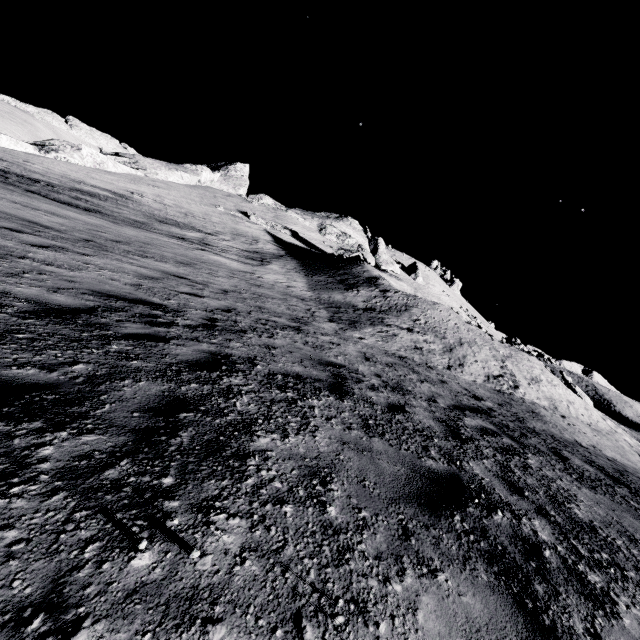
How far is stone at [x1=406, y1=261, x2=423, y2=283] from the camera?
54.6 meters

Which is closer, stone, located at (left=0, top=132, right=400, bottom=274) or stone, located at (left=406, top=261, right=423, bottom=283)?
stone, located at (left=0, top=132, right=400, bottom=274)

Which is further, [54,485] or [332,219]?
[332,219]

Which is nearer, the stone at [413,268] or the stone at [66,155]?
the stone at [66,155]

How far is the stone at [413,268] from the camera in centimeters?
5462cm
